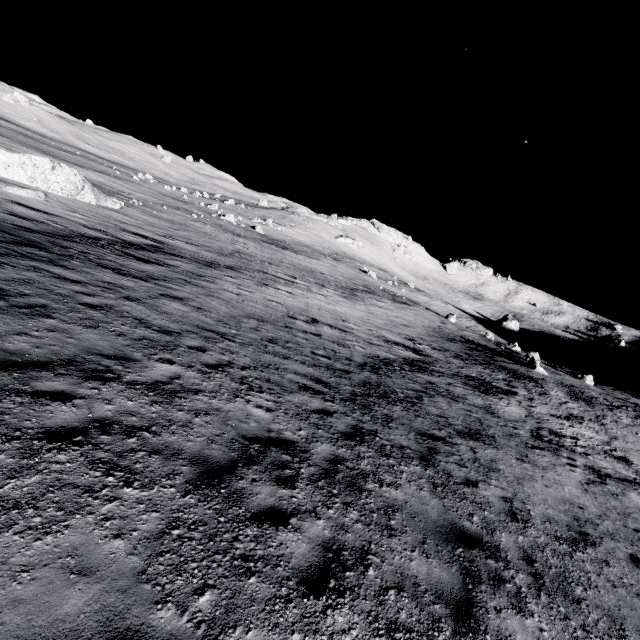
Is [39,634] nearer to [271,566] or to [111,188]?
[271,566]
